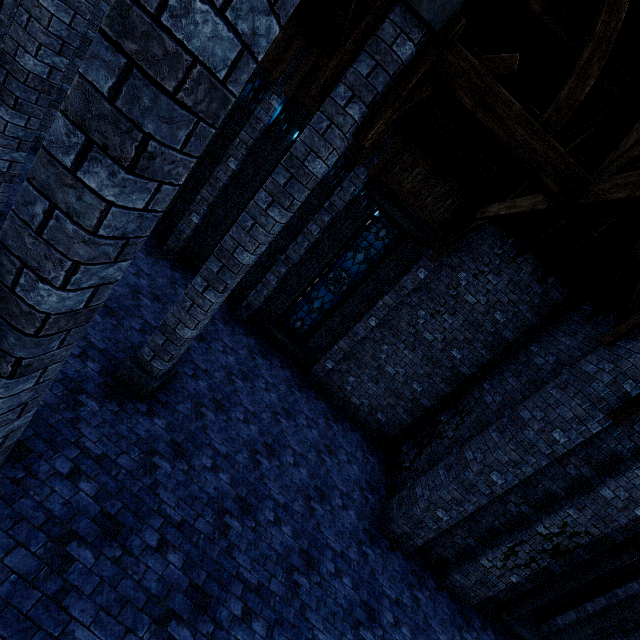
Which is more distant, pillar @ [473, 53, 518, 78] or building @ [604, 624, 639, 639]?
building @ [604, 624, 639, 639]

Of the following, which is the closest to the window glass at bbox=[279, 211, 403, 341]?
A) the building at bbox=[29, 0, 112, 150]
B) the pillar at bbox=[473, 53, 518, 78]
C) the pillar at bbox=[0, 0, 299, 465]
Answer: the building at bbox=[29, 0, 112, 150]

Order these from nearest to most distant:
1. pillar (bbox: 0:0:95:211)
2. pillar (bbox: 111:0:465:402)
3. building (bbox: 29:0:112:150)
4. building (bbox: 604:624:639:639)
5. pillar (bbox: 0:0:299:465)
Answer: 1. pillar (bbox: 0:0:299:465)
2. pillar (bbox: 111:0:465:402)
3. pillar (bbox: 0:0:95:211)
4. building (bbox: 604:624:639:639)
5. building (bbox: 29:0:112:150)

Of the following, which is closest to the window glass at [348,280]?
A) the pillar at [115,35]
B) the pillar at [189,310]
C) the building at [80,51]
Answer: the building at [80,51]

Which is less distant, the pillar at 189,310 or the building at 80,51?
the pillar at 189,310

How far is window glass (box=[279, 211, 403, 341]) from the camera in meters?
9.3 m

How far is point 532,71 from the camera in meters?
6.1

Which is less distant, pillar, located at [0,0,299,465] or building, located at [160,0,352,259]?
pillar, located at [0,0,299,465]
